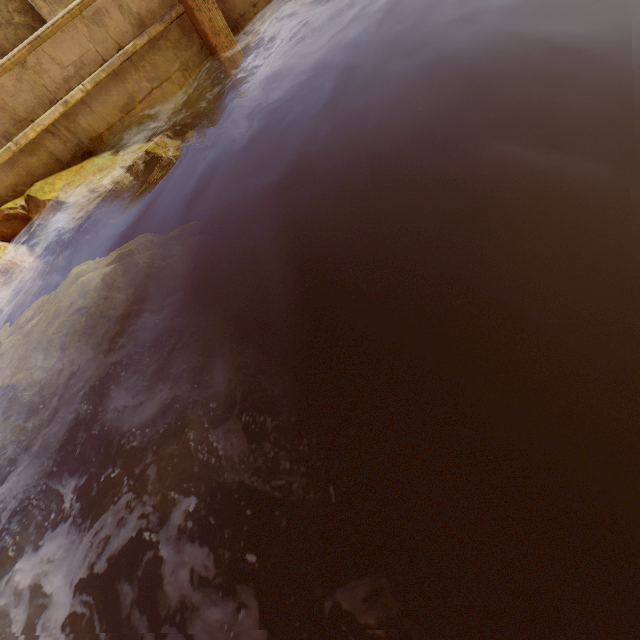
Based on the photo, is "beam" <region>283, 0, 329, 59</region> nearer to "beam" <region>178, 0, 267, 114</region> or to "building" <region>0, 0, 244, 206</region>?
"building" <region>0, 0, 244, 206</region>

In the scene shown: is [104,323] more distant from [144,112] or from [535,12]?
Answer: [535,12]

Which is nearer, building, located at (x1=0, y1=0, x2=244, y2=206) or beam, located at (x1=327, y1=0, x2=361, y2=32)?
building, located at (x1=0, y1=0, x2=244, y2=206)

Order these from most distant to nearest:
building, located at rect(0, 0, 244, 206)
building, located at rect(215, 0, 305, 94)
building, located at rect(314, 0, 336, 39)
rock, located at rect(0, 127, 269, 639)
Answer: building, located at rect(314, 0, 336, 39), building, located at rect(215, 0, 305, 94), building, located at rect(0, 0, 244, 206), rock, located at rect(0, 127, 269, 639)

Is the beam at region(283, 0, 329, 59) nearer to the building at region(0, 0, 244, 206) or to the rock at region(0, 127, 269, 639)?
the building at region(0, 0, 244, 206)

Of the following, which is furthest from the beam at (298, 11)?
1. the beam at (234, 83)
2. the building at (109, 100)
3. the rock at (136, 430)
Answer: the rock at (136, 430)

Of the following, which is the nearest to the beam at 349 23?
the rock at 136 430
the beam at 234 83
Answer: the beam at 234 83

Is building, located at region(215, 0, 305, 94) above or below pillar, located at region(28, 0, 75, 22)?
below
